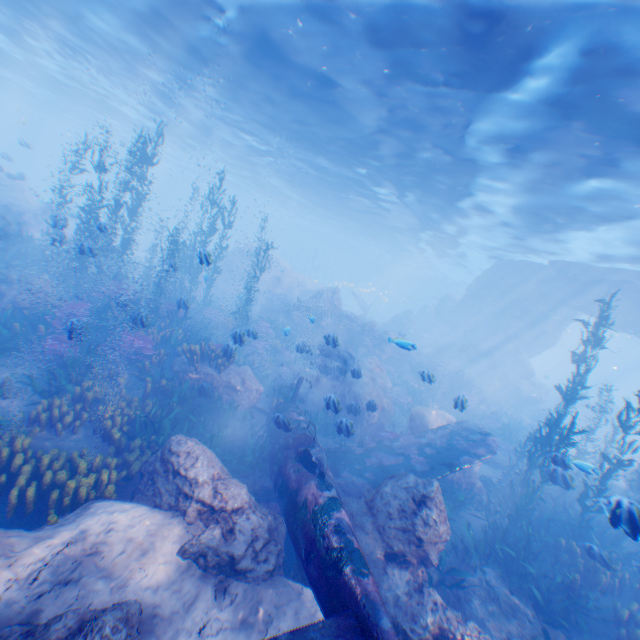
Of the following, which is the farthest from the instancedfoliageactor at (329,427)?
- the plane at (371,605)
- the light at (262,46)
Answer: the light at (262,46)

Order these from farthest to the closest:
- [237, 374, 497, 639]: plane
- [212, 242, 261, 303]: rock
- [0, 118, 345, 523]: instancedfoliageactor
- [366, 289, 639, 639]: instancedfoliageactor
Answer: [212, 242, 261, 303]: rock, [366, 289, 639, 639]: instancedfoliageactor, [0, 118, 345, 523]: instancedfoliageactor, [237, 374, 497, 639]: plane

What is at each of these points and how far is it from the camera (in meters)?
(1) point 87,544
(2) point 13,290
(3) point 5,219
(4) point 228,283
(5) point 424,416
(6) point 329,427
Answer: (1) rock, 4.71
(2) rock, 11.80
(3) rock, 22.31
(4) rock, 30.44
(5) rock, 12.77
(6) instancedfoliageactor, 12.61

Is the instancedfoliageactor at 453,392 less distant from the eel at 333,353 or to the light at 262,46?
the eel at 333,353

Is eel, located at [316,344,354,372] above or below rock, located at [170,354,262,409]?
above

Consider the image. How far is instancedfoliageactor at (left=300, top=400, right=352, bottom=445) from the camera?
8.83m

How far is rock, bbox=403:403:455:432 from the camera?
12.6 meters

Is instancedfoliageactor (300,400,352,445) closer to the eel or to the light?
the eel
